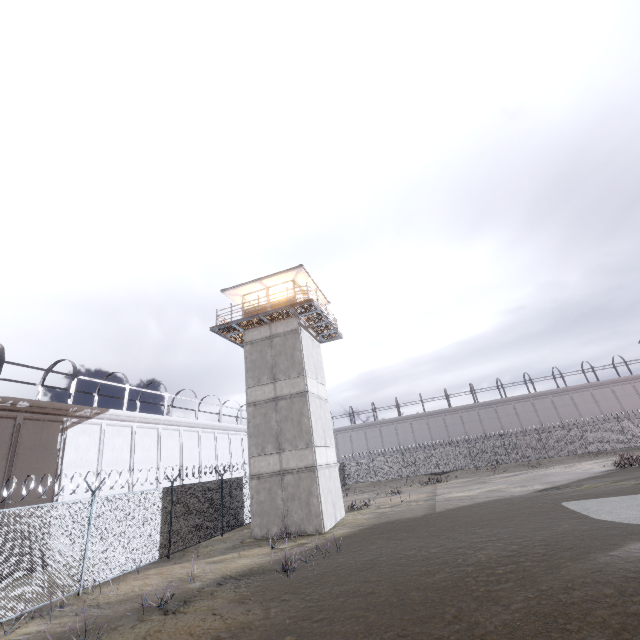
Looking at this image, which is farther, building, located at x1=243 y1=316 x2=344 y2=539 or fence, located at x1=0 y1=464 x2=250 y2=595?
building, located at x1=243 y1=316 x2=344 y2=539

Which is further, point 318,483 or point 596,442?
point 596,442

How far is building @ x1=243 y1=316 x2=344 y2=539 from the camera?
16.64m

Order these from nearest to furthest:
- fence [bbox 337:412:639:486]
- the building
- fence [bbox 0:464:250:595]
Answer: fence [bbox 0:464:250:595] < the building < fence [bbox 337:412:639:486]

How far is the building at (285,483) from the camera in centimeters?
1664cm

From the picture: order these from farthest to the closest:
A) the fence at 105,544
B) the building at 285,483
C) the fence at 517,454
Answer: the fence at 517,454
the building at 285,483
the fence at 105,544

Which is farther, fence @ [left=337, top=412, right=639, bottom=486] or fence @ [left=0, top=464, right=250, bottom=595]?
fence @ [left=337, top=412, right=639, bottom=486]
